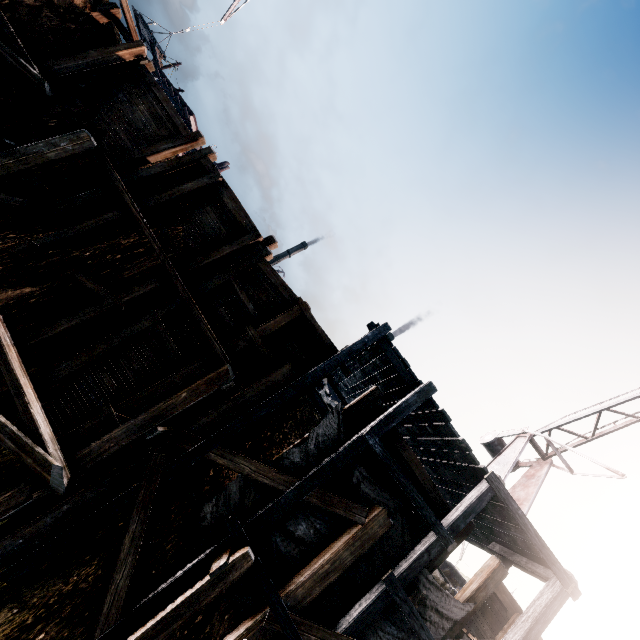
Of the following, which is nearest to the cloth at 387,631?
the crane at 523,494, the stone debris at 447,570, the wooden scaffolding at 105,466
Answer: the wooden scaffolding at 105,466

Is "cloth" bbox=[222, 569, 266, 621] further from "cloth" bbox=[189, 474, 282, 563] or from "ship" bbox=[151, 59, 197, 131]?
"ship" bbox=[151, 59, 197, 131]

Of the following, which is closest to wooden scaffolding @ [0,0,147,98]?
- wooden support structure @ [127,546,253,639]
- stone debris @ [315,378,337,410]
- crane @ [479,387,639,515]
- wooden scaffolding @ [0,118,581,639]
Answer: wooden scaffolding @ [0,118,581,639]

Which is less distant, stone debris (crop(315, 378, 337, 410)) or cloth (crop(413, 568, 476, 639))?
cloth (crop(413, 568, 476, 639))

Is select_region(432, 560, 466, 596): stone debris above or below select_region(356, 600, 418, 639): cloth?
above

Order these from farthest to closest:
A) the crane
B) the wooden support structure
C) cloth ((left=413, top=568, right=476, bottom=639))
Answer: the crane → cloth ((left=413, top=568, right=476, bottom=639)) → the wooden support structure

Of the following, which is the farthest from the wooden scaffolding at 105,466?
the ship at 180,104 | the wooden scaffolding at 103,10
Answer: the ship at 180,104

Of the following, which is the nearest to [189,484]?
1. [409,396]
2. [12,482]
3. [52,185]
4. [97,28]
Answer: [12,482]
